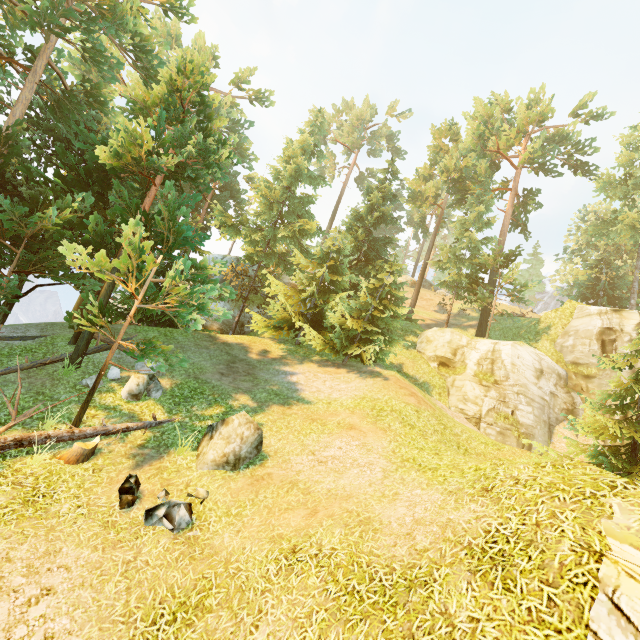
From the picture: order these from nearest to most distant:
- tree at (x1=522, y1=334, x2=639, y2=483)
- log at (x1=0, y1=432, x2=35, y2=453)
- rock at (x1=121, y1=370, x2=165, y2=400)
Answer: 1. log at (x1=0, y1=432, x2=35, y2=453)
2. tree at (x1=522, y1=334, x2=639, y2=483)
3. rock at (x1=121, y1=370, x2=165, y2=400)

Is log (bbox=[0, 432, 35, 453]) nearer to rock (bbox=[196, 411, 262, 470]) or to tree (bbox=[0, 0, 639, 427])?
tree (bbox=[0, 0, 639, 427])

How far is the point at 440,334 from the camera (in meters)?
23.81

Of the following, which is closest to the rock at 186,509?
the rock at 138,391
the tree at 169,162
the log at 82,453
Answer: the log at 82,453

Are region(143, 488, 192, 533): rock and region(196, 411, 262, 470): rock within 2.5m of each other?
yes

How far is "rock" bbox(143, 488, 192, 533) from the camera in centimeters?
694cm

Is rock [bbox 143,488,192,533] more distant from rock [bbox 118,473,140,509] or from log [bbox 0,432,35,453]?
log [bbox 0,432,35,453]

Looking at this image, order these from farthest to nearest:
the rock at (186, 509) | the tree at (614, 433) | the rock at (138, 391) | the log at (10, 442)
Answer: the rock at (138, 391) → the tree at (614, 433) → the log at (10, 442) → the rock at (186, 509)
